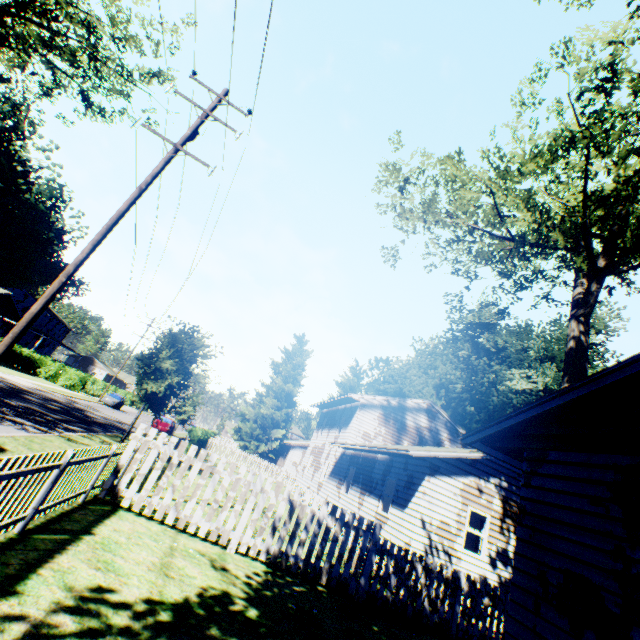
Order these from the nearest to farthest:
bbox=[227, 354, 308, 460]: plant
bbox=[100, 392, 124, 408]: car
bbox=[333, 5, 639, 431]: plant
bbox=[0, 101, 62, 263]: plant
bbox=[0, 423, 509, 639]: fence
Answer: bbox=[0, 423, 509, 639]: fence < bbox=[333, 5, 639, 431]: plant < bbox=[100, 392, 124, 408]: car < bbox=[0, 101, 62, 263]: plant < bbox=[227, 354, 308, 460]: plant

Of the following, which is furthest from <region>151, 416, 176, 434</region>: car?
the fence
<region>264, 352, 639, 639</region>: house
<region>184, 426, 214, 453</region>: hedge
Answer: the fence

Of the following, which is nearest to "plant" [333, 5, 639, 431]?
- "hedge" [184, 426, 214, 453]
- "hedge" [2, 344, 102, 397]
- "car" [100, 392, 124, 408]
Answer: "hedge" [184, 426, 214, 453]

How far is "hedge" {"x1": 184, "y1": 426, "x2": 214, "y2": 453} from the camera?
25.8m

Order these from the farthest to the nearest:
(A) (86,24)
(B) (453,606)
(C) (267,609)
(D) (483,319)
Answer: (D) (483,319)
(A) (86,24)
(B) (453,606)
(C) (267,609)

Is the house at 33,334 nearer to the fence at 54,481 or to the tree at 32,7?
the tree at 32,7

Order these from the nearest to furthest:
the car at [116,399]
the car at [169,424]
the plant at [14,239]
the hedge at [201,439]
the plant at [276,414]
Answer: the hedge at [201,439] < the car at [169,424] < the car at [116,399] < the plant at [14,239] < the plant at [276,414]

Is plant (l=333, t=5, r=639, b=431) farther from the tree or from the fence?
the tree
